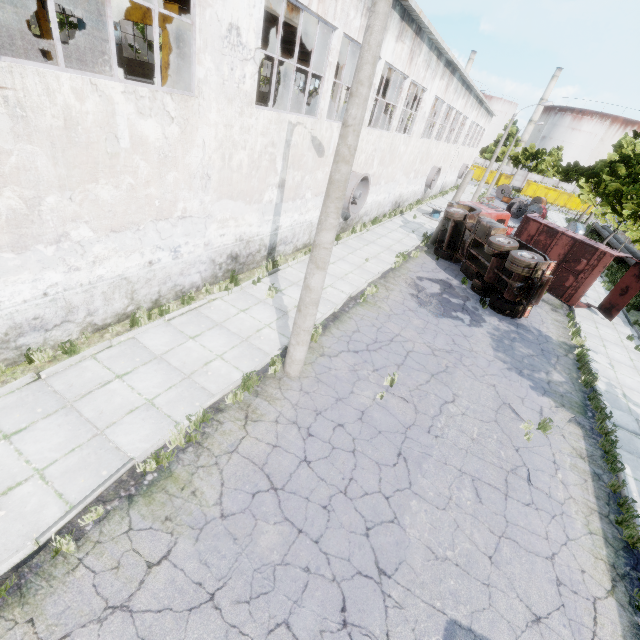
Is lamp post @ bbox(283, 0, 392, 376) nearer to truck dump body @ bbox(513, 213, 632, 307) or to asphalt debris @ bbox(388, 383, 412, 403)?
asphalt debris @ bbox(388, 383, 412, 403)

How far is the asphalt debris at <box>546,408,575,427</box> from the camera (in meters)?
9.22

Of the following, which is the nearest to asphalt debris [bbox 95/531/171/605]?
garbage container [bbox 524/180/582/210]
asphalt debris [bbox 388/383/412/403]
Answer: asphalt debris [bbox 388/383/412/403]

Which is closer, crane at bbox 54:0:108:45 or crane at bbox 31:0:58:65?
crane at bbox 54:0:108:45

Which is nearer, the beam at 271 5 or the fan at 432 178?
the beam at 271 5

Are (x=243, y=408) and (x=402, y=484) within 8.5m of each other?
yes

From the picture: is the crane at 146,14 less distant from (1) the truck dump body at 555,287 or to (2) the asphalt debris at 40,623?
(2) the asphalt debris at 40,623

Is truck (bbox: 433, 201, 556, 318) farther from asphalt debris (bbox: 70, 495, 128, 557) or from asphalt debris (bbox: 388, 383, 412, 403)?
asphalt debris (bbox: 70, 495, 128, 557)
